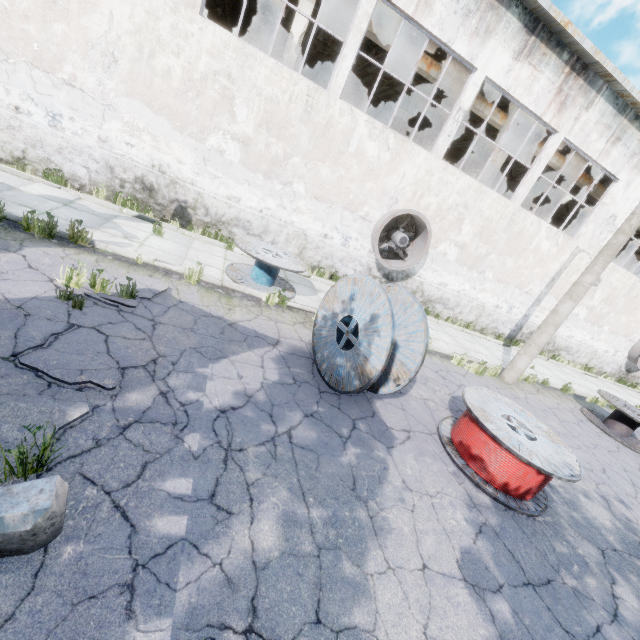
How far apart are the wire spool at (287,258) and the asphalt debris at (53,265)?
2.0m

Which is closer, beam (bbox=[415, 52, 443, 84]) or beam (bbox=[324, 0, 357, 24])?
beam (bbox=[324, 0, 357, 24])

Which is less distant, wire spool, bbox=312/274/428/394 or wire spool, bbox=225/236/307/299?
wire spool, bbox=312/274/428/394

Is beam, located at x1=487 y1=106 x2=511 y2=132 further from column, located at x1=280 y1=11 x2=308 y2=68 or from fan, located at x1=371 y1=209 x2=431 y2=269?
fan, located at x1=371 y1=209 x2=431 y2=269

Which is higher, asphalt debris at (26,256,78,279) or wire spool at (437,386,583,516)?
wire spool at (437,386,583,516)

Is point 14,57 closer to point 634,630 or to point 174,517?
point 174,517

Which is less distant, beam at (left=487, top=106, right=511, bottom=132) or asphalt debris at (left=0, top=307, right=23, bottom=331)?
asphalt debris at (left=0, top=307, right=23, bottom=331)

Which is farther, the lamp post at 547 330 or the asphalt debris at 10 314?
the lamp post at 547 330
